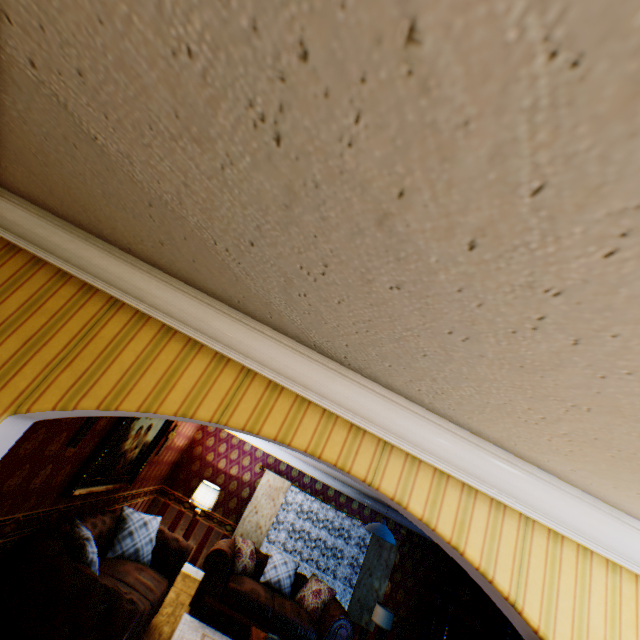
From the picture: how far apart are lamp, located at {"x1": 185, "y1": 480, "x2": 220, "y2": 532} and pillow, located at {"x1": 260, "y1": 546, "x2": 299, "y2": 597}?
1.7m

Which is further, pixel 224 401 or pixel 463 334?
pixel 224 401

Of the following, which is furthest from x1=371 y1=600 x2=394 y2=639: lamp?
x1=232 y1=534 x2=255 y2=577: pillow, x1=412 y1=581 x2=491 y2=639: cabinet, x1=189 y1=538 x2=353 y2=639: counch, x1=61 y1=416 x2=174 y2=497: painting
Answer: x1=61 y1=416 x2=174 y2=497: painting

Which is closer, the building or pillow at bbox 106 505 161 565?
the building

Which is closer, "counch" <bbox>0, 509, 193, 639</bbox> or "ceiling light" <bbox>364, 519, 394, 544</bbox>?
"counch" <bbox>0, 509, 193, 639</bbox>

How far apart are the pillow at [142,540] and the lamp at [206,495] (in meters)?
1.53

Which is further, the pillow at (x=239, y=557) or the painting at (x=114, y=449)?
the pillow at (x=239, y=557)

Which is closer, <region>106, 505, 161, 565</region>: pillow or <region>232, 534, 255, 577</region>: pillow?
<region>106, 505, 161, 565</region>: pillow
